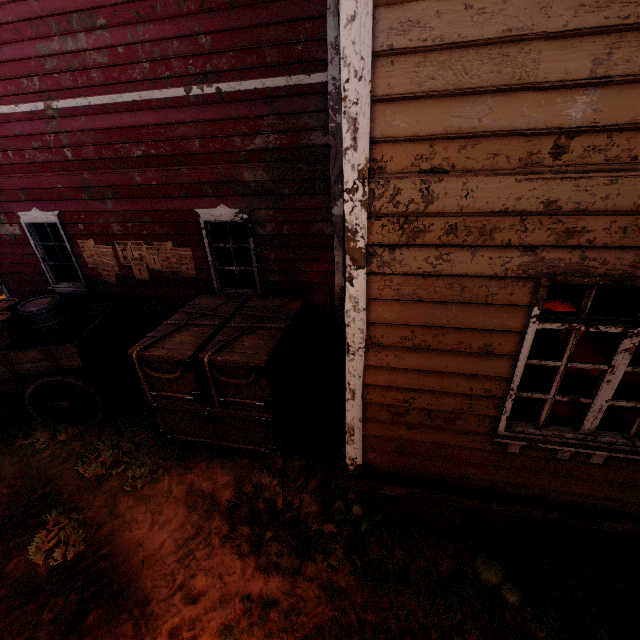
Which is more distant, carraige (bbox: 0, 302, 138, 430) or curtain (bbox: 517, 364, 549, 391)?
carraige (bbox: 0, 302, 138, 430)

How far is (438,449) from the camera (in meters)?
3.12

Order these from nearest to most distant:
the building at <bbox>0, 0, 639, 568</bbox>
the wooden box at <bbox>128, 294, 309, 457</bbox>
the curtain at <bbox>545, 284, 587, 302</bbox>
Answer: the building at <bbox>0, 0, 639, 568</bbox>
the curtain at <bbox>545, 284, 587, 302</bbox>
the wooden box at <bbox>128, 294, 309, 457</bbox>

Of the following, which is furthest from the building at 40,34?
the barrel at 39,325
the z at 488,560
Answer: the barrel at 39,325

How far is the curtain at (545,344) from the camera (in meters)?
2.50

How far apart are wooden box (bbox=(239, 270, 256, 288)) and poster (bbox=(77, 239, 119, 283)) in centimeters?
232cm

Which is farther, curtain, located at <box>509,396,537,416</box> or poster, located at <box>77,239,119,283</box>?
poster, located at <box>77,239,119,283</box>

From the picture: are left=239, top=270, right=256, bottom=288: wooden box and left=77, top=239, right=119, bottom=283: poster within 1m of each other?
no
